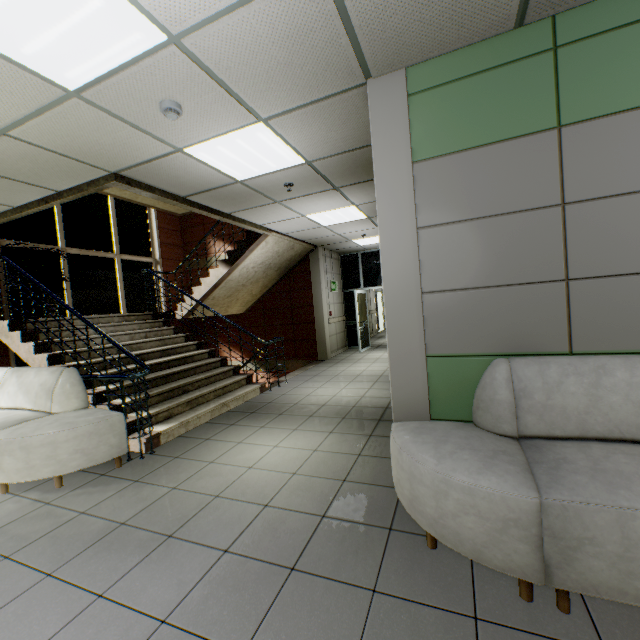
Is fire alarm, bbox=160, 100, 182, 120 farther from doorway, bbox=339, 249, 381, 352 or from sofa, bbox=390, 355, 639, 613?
doorway, bbox=339, 249, 381, 352

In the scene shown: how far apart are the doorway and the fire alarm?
7.7m

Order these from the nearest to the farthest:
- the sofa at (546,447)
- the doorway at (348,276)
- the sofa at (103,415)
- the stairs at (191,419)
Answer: the sofa at (546,447)
the sofa at (103,415)
the stairs at (191,419)
the doorway at (348,276)

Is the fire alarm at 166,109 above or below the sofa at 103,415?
above

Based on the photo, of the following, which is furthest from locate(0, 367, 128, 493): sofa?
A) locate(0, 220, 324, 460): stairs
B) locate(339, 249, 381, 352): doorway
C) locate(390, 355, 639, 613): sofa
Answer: locate(339, 249, 381, 352): doorway

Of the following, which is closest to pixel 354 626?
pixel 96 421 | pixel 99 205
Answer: pixel 96 421

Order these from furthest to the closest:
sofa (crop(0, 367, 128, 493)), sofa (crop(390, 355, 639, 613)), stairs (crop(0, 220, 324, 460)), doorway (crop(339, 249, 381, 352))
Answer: doorway (crop(339, 249, 381, 352)) < stairs (crop(0, 220, 324, 460)) < sofa (crop(0, 367, 128, 493)) < sofa (crop(390, 355, 639, 613))

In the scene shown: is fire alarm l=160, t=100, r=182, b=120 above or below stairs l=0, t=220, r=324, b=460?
above
